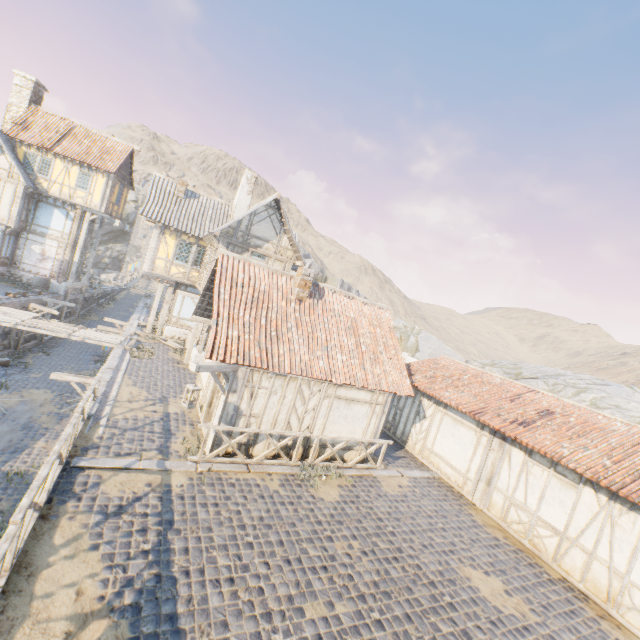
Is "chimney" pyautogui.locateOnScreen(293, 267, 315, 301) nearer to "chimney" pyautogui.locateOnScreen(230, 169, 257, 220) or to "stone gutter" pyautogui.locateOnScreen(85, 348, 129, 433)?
"stone gutter" pyautogui.locateOnScreen(85, 348, 129, 433)

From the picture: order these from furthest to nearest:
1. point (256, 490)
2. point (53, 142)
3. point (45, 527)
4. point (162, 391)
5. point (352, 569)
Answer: point (53, 142)
point (162, 391)
point (256, 490)
point (352, 569)
point (45, 527)

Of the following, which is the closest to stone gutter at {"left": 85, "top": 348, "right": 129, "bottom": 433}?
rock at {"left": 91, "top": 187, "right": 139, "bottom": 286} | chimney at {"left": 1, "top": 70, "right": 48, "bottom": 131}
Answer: rock at {"left": 91, "top": 187, "right": 139, "bottom": 286}

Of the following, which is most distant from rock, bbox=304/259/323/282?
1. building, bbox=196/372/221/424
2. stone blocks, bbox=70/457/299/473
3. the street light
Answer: the street light

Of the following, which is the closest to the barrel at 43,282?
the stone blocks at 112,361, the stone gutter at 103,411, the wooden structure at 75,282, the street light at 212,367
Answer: the wooden structure at 75,282

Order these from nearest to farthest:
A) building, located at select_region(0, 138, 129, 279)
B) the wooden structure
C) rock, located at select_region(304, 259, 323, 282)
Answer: the wooden structure, building, located at select_region(0, 138, 129, 279), rock, located at select_region(304, 259, 323, 282)

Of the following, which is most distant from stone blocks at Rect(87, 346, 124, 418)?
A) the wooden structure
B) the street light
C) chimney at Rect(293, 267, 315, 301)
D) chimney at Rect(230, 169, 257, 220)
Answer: chimney at Rect(230, 169, 257, 220)

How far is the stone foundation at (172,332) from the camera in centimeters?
2050cm
